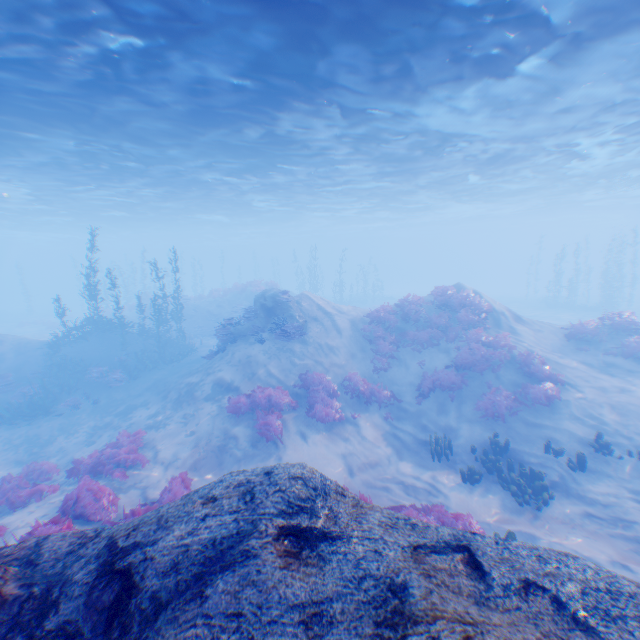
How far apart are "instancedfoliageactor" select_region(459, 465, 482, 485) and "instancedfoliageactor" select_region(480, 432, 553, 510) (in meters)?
0.53

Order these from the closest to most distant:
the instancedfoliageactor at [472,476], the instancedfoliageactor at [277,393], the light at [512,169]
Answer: the light at [512,169]
the instancedfoliageactor at [472,476]
the instancedfoliageactor at [277,393]

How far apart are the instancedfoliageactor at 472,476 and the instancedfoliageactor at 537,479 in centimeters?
53cm

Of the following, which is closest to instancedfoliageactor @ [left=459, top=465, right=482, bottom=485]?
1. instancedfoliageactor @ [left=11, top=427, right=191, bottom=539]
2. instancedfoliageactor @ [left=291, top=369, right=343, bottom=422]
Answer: instancedfoliageactor @ [left=11, top=427, right=191, bottom=539]

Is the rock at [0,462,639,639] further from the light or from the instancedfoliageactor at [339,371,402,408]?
the instancedfoliageactor at [339,371,402,408]

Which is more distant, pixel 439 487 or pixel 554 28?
pixel 439 487

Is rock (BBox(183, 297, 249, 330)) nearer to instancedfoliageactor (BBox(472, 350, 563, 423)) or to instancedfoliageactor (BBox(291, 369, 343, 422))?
instancedfoliageactor (BBox(291, 369, 343, 422))

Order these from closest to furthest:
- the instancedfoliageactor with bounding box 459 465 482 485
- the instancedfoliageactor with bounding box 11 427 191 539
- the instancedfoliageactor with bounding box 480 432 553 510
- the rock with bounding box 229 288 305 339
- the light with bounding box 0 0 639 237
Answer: the instancedfoliageactor with bounding box 11 427 191 539, the light with bounding box 0 0 639 237, the instancedfoliageactor with bounding box 480 432 553 510, the instancedfoliageactor with bounding box 459 465 482 485, the rock with bounding box 229 288 305 339
